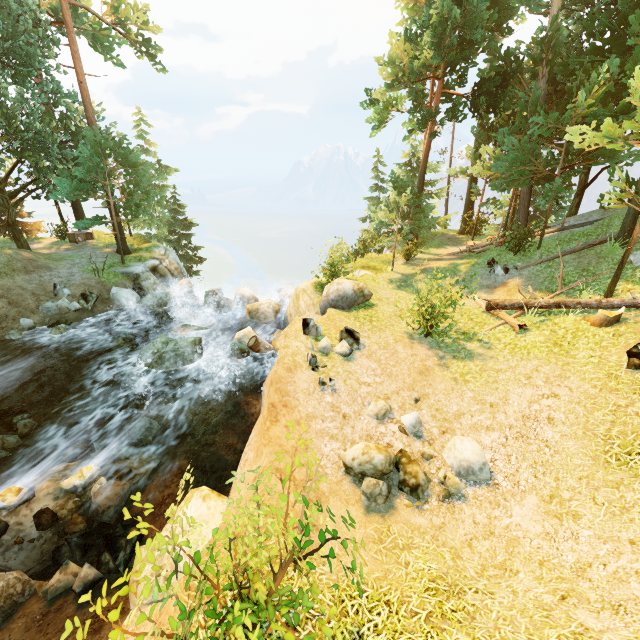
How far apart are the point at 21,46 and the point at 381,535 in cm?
2703

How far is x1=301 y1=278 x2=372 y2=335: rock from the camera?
10.9m

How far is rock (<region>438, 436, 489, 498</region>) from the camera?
6.8m

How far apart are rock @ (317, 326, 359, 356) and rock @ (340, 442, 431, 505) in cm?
308

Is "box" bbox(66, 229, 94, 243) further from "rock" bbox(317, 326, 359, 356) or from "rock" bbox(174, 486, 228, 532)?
"rock" bbox(174, 486, 228, 532)

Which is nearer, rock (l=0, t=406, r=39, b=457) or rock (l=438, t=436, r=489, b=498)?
rock (l=438, t=436, r=489, b=498)

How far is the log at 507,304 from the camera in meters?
11.0

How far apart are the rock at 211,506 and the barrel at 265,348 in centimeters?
690cm
